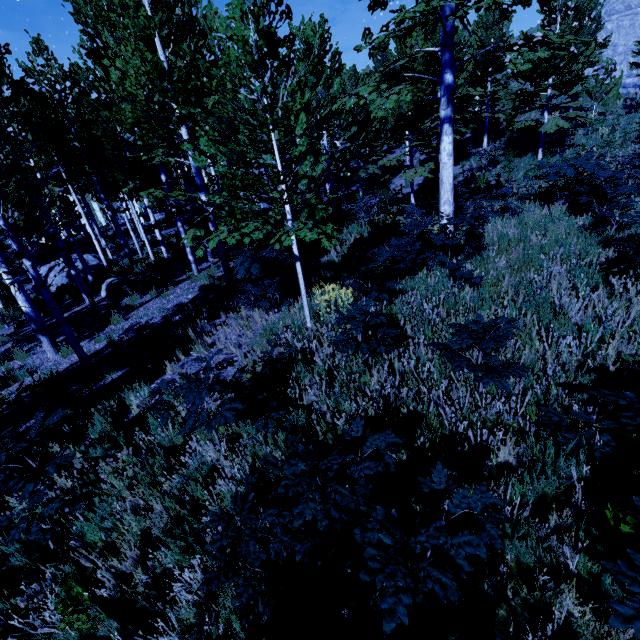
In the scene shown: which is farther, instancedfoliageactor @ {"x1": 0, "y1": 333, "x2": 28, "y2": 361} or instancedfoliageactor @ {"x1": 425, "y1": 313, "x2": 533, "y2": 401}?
instancedfoliageactor @ {"x1": 0, "y1": 333, "x2": 28, "y2": 361}

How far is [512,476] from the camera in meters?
2.9 m

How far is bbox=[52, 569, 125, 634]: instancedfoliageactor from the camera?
2.3 meters

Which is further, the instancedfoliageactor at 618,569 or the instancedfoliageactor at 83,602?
the instancedfoliageactor at 83,602

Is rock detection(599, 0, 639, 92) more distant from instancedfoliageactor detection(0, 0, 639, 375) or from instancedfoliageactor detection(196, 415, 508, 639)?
instancedfoliageactor detection(196, 415, 508, 639)

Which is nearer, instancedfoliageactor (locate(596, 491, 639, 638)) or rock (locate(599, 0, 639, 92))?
instancedfoliageactor (locate(596, 491, 639, 638))

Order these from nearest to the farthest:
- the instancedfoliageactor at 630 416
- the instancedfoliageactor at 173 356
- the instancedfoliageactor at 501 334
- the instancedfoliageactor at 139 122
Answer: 1. the instancedfoliageactor at 630 416
2. the instancedfoliageactor at 501 334
3. the instancedfoliageactor at 139 122
4. the instancedfoliageactor at 173 356

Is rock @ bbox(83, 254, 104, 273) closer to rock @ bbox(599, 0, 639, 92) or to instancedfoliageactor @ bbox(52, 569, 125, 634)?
instancedfoliageactor @ bbox(52, 569, 125, 634)
